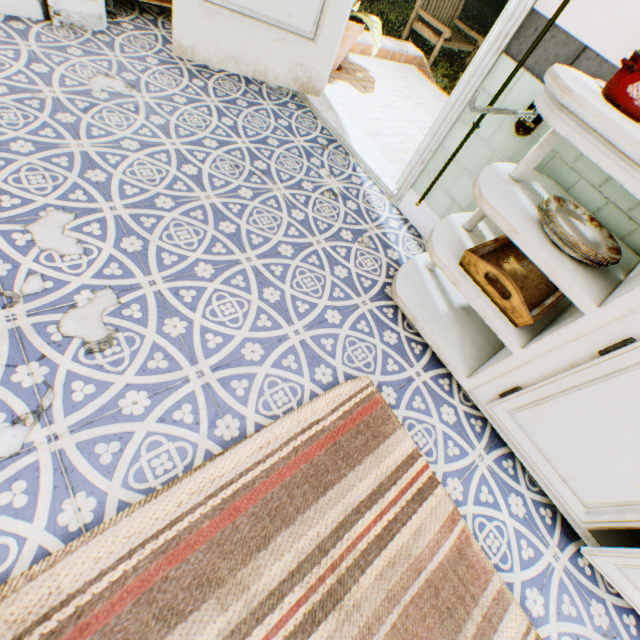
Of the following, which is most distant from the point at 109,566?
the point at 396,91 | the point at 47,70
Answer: the point at 396,91

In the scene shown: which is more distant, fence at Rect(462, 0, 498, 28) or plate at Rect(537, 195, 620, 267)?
fence at Rect(462, 0, 498, 28)

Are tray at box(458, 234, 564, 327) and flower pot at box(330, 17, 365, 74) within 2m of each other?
no

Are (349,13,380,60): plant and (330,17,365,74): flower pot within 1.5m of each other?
yes

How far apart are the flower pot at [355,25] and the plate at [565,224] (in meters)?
2.73

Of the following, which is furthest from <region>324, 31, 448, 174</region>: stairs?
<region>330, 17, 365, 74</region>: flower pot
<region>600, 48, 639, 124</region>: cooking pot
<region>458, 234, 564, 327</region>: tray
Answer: <region>600, 48, 639, 124</region>: cooking pot

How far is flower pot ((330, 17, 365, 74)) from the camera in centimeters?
283cm

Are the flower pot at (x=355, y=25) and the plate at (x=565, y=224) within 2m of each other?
no
